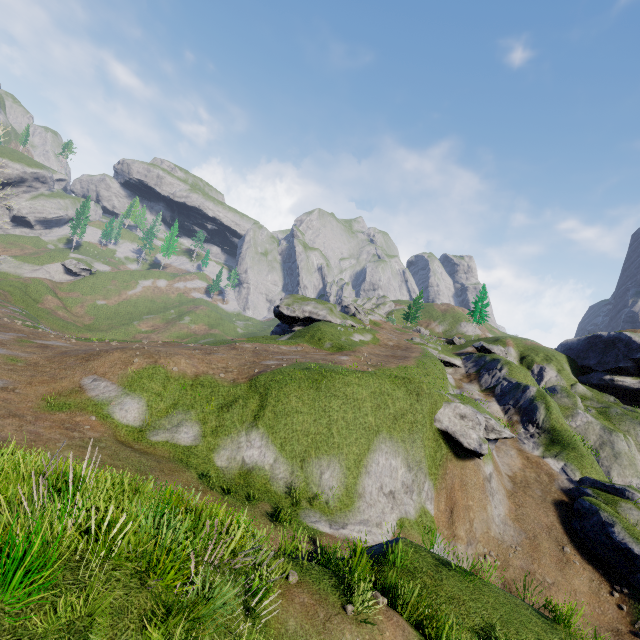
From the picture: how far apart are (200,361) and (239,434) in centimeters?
680cm
